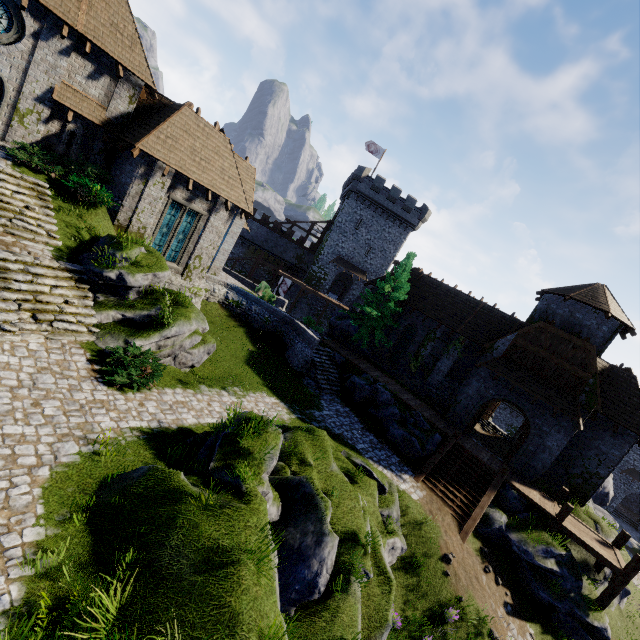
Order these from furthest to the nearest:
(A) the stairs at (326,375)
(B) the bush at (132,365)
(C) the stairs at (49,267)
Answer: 1. (A) the stairs at (326,375)
2. (B) the bush at (132,365)
3. (C) the stairs at (49,267)

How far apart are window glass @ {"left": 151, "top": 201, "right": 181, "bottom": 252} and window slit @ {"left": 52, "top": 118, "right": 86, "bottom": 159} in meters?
4.5 m

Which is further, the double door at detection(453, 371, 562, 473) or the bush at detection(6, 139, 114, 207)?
the double door at detection(453, 371, 562, 473)

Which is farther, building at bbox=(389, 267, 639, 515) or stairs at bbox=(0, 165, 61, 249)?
building at bbox=(389, 267, 639, 515)

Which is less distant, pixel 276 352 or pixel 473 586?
pixel 473 586

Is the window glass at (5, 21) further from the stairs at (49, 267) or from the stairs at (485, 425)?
the stairs at (485, 425)

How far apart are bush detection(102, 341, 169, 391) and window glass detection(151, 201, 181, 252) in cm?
826

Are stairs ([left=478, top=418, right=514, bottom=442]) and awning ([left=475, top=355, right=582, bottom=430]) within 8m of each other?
no
